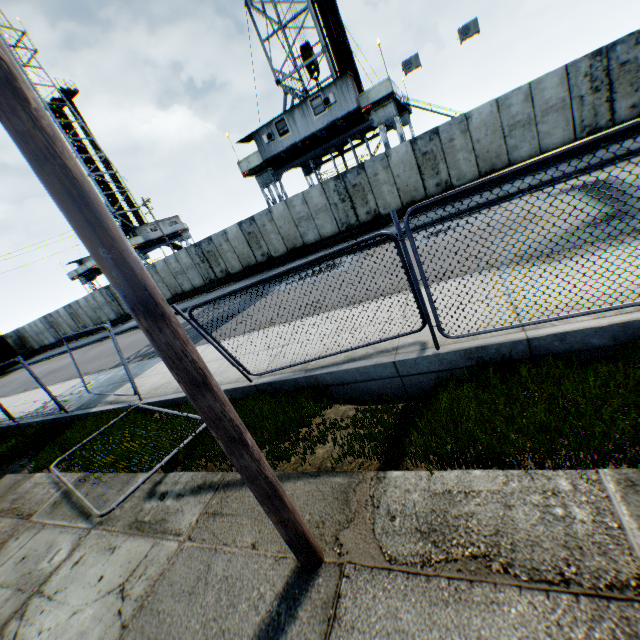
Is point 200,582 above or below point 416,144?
below

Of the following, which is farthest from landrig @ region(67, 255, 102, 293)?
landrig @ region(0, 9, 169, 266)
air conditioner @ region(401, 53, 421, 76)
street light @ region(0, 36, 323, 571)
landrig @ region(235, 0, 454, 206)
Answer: street light @ region(0, 36, 323, 571)

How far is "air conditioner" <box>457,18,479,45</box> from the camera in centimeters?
1498cm

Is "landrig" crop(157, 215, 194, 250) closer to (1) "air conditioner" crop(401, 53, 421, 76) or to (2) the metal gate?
(2) the metal gate

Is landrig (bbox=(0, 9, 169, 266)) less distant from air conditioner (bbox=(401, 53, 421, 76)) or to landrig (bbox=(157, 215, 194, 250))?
landrig (bbox=(157, 215, 194, 250))

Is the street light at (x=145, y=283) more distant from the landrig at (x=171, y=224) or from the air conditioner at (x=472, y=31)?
the landrig at (x=171, y=224)

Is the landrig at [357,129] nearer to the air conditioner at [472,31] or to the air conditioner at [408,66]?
the air conditioner at [408,66]

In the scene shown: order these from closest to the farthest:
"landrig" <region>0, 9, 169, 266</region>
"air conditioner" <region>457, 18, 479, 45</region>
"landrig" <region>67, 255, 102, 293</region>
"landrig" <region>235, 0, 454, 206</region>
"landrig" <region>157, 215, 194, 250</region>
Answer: "air conditioner" <region>457, 18, 479, 45</region> < "landrig" <region>235, 0, 454, 206</region> < "landrig" <region>0, 9, 169, 266</region> < "landrig" <region>67, 255, 102, 293</region> < "landrig" <region>157, 215, 194, 250</region>
